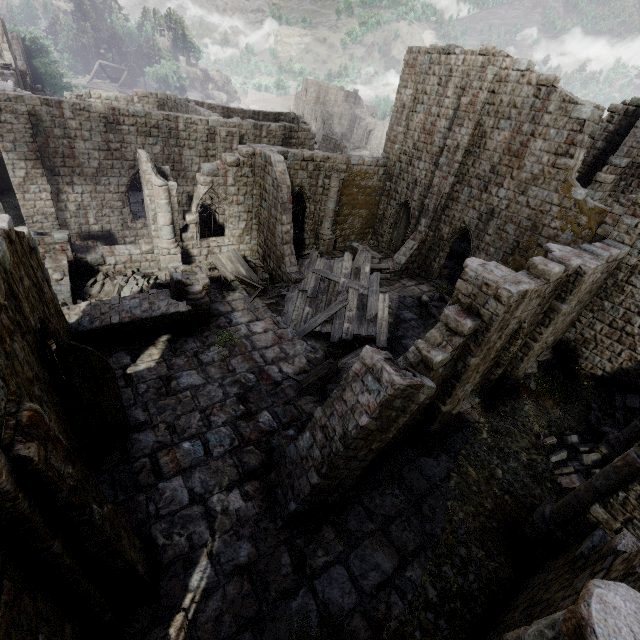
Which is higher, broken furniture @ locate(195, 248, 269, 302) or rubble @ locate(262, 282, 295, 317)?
broken furniture @ locate(195, 248, 269, 302)

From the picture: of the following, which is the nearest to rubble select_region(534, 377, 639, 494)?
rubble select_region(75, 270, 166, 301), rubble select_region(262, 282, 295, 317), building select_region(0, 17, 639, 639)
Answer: building select_region(0, 17, 639, 639)

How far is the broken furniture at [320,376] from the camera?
11.59m

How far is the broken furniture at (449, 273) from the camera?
21.78m

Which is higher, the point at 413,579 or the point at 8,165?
the point at 8,165

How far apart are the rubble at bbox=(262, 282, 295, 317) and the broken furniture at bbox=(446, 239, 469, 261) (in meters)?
15.60

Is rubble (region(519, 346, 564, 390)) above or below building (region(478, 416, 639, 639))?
below

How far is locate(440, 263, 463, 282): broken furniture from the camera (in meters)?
21.78
